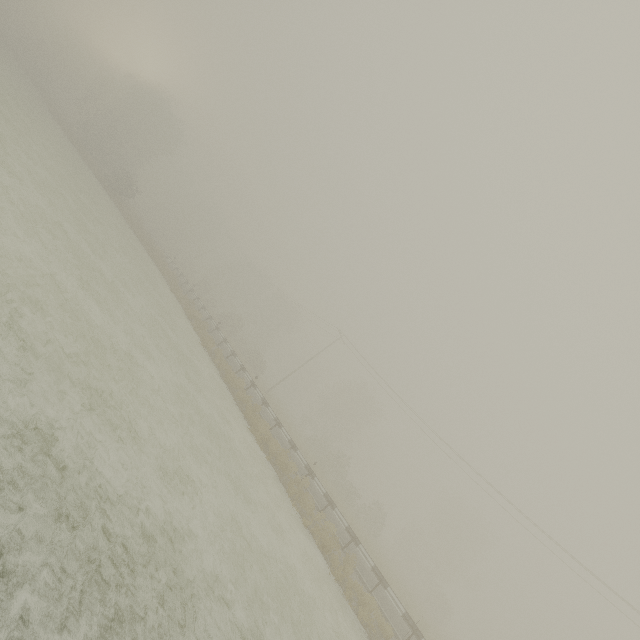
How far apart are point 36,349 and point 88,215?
17.6 meters
